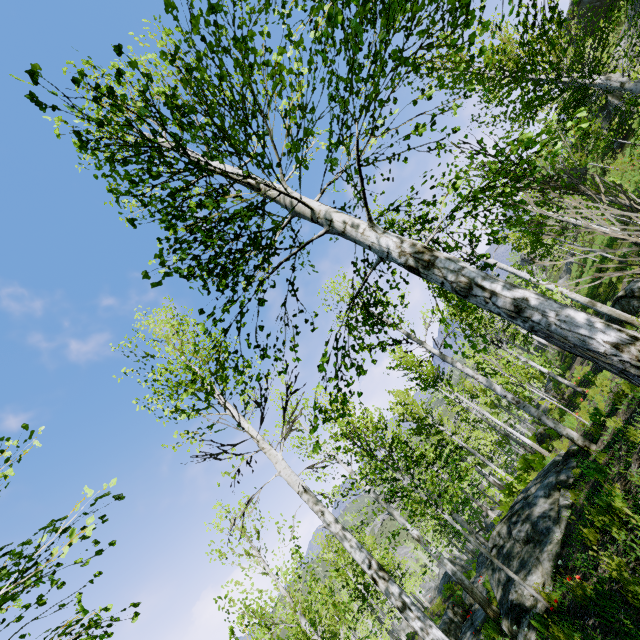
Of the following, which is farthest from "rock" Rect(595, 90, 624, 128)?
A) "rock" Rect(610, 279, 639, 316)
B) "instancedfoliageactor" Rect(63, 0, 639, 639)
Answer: "rock" Rect(610, 279, 639, 316)

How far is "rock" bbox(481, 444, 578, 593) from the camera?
7.28m

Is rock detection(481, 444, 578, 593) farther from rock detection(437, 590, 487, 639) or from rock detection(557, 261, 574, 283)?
rock detection(557, 261, 574, 283)

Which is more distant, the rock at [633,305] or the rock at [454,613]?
the rock at [454,613]

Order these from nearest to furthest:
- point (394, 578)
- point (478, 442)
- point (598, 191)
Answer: point (598, 191) → point (478, 442) → point (394, 578)

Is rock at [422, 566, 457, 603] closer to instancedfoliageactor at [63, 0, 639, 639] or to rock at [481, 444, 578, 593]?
rock at [481, 444, 578, 593]

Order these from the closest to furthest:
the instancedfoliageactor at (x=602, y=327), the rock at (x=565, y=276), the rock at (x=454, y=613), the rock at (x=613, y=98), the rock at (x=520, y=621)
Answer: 1. the instancedfoliageactor at (x=602, y=327)
2. the rock at (x=520, y=621)
3. the rock at (x=454, y=613)
4. the rock at (x=613, y=98)
5. the rock at (x=565, y=276)

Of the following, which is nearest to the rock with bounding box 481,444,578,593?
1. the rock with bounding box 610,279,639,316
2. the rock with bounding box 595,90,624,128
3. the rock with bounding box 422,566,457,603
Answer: the rock with bounding box 610,279,639,316
